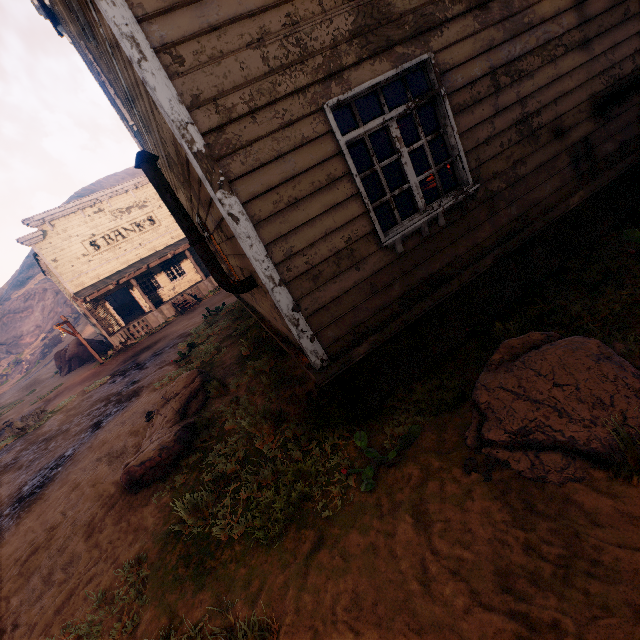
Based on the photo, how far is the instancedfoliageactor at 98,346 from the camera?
23.2 meters

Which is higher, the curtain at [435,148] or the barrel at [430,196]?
the curtain at [435,148]

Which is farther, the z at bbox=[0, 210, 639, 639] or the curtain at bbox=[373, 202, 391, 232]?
the curtain at bbox=[373, 202, 391, 232]

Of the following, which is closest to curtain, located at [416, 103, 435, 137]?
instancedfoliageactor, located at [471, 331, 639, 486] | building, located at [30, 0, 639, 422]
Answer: building, located at [30, 0, 639, 422]

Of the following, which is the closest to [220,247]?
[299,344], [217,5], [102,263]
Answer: [299,344]

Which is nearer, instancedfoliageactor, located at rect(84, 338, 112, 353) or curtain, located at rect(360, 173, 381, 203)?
curtain, located at rect(360, 173, 381, 203)

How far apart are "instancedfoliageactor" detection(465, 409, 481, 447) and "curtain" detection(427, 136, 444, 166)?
1.9 meters

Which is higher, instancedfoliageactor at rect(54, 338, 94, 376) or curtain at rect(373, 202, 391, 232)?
curtain at rect(373, 202, 391, 232)
